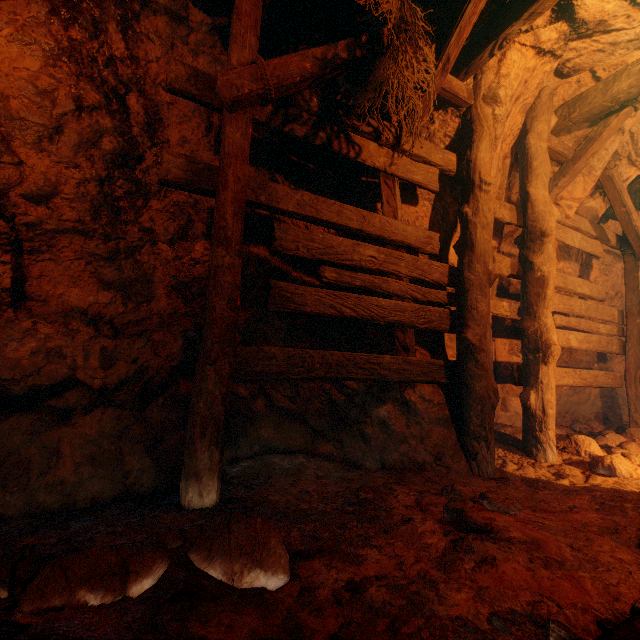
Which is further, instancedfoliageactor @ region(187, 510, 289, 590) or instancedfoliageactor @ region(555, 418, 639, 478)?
instancedfoliageactor @ region(555, 418, 639, 478)

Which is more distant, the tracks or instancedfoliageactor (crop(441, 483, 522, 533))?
instancedfoliageactor (crop(441, 483, 522, 533))

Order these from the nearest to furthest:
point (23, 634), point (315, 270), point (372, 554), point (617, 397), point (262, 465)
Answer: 1. point (23, 634)
2. point (372, 554)
3. point (262, 465)
4. point (315, 270)
5. point (617, 397)

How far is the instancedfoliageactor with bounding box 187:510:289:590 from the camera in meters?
1.4 m

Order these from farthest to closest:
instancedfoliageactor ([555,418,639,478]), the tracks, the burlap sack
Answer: instancedfoliageactor ([555,418,639,478]) < the burlap sack < the tracks

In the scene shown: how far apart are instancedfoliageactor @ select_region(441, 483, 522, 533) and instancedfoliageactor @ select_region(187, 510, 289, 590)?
0.9 meters

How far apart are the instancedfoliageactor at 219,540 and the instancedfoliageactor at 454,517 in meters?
0.9

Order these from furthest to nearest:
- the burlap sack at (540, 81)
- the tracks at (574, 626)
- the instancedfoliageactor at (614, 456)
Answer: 1. the instancedfoliageactor at (614, 456)
2. the burlap sack at (540, 81)
3. the tracks at (574, 626)
